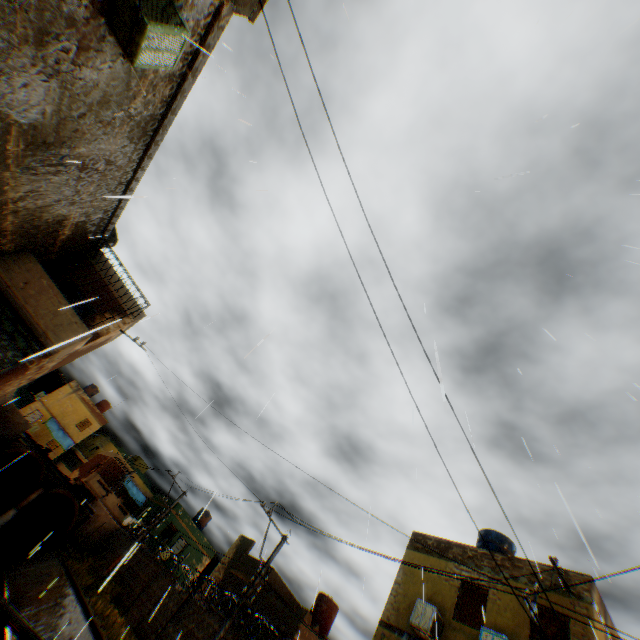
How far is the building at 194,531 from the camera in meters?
31.2 m

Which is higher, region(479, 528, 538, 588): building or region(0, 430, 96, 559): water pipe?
region(479, 528, 538, 588): building

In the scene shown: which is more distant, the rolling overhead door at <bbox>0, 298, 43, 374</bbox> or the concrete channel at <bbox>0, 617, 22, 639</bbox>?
the concrete channel at <bbox>0, 617, 22, 639</bbox>

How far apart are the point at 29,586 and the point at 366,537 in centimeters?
2348cm

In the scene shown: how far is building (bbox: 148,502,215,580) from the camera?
31.2 meters

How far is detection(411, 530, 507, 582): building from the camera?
12.82m

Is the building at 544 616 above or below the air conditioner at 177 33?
above

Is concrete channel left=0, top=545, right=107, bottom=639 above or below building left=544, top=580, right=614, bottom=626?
below
